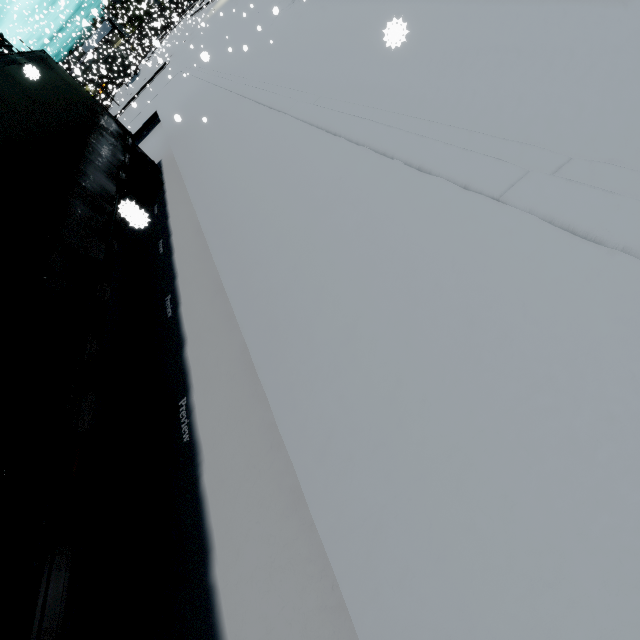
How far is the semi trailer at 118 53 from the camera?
31.13m

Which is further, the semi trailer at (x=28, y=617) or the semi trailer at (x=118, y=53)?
the semi trailer at (x=118, y=53)

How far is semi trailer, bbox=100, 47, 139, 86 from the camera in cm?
3113

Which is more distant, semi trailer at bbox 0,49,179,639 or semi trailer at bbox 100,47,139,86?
semi trailer at bbox 100,47,139,86

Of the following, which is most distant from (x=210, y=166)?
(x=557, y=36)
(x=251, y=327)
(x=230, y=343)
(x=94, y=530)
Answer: (x=94, y=530)
